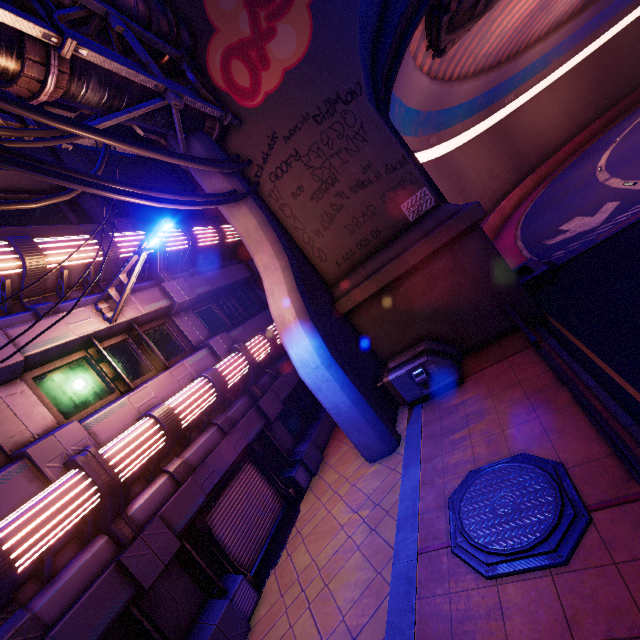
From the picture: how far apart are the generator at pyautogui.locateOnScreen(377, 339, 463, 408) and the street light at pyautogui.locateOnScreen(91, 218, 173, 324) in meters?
7.0

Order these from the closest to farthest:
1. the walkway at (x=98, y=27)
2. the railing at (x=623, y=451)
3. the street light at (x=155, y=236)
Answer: the railing at (x=623, y=451), the street light at (x=155, y=236), the walkway at (x=98, y=27)

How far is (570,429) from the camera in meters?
5.6

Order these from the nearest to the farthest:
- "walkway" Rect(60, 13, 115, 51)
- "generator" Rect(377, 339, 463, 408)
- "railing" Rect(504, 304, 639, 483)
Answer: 1. "railing" Rect(504, 304, 639, 483)
2. "walkway" Rect(60, 13, 115, 51)
3. "generator" Rect(377, 339, 463, 408)

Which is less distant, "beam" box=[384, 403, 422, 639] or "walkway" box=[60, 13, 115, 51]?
"beam" box=[384, 403, 422, 639]

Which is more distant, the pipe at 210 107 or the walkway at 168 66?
the walkway at 168 66

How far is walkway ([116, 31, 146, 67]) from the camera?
8.7 meters

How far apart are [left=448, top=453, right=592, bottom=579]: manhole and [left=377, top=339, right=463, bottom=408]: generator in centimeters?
309cm
